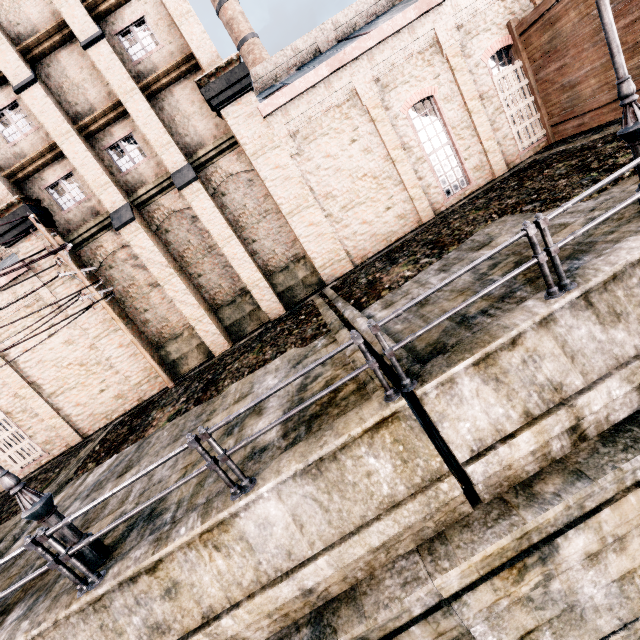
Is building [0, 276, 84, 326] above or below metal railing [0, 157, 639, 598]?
above

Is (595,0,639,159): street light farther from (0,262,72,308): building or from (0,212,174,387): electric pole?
(0,212,174,387): electric pole

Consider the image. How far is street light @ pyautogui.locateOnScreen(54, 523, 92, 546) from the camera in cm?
566

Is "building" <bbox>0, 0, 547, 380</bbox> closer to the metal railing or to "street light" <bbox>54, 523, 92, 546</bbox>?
"street light" <bbox>54, 523, 92, 546</bbox>

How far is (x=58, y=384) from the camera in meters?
15.6

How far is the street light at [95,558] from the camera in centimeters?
572cm

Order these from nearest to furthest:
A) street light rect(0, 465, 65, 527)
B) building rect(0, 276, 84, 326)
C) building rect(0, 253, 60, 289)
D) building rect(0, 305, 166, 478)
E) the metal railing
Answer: the metal railing < street light rect(0, 465, 65, 527) < building rect(0, 253, 60, 289) < building rect(0, 276, 84, 326) < building rect(0, 305, 166, 478)

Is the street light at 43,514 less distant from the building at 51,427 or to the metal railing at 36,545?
the metal railing at 36,545
